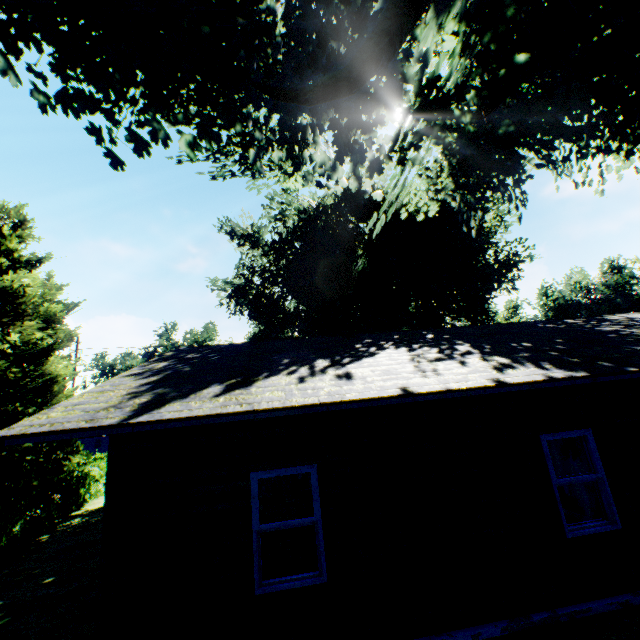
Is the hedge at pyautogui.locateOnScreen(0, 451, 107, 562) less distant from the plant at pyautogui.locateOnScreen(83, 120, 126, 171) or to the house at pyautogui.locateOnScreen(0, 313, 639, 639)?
the plant at pyautogui.locateOnScreen(83, 120, 126, 171)

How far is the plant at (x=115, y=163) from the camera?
6.4m

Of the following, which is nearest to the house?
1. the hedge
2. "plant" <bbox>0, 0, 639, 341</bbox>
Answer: "plant" <bbox>0, 0, 639, 341</bbox>

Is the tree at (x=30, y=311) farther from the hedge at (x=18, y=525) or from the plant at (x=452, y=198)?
the plant at (x=452, y=198)

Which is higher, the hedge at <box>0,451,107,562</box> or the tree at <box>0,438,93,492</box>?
the tree at <box>0,438,93,492</box>

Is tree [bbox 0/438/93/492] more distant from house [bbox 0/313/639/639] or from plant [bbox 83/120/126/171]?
house [bbox 0/313/639/639]

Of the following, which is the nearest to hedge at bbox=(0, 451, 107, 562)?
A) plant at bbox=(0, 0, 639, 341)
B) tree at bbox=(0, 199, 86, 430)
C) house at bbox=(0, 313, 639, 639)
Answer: tree at bbox=(0, 199, 86, 430)

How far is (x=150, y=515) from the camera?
4.66m
